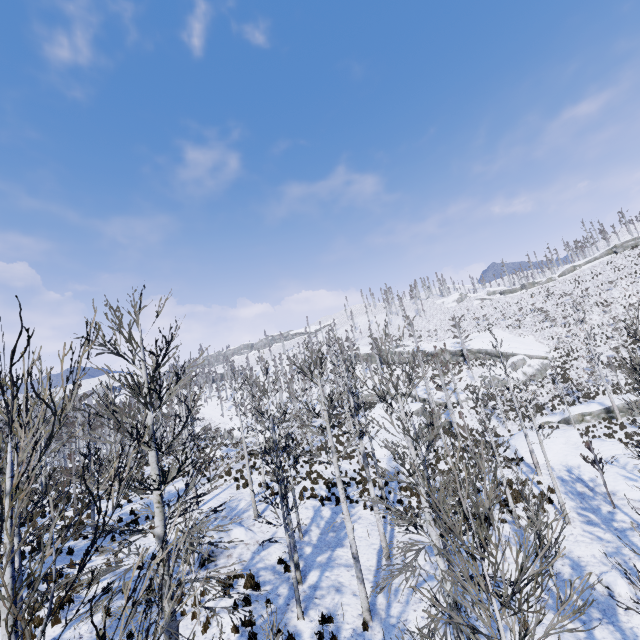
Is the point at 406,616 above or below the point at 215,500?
below

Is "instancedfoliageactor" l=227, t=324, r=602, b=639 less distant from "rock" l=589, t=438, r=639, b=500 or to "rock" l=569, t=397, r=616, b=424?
"rock" l=589, t=438, r=639, b=500

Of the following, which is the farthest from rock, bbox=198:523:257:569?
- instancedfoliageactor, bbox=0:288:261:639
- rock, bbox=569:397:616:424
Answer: rock, bbox=569:397:616:424

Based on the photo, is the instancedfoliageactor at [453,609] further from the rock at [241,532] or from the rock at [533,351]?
the rock at [533,351]

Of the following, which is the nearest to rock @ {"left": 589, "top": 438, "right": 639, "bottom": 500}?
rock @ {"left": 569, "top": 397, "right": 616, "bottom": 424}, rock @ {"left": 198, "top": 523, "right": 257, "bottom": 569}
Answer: rock @ {"left": 569, "top": 397, "right": 616, "bottom": 424}

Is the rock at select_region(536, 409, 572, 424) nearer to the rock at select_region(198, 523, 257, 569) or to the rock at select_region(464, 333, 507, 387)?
the rock at select_region(464, 333, 507, 387)

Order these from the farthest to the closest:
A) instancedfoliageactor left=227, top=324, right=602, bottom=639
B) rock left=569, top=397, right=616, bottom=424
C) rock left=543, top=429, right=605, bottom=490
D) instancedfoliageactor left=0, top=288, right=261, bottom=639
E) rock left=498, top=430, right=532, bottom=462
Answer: rock left=569, top=397, right=616, bottom=424 < rock left=498, top=430, right=532, bottom=462 < rock left=543, top=429, right=605, bottom=490 < instancedfoliageactor left=227, top=324, right=602, bottom=639 < instancedfoliageactor left=0, top=288, right=261, bottom=639

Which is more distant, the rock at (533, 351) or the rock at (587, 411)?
the rock at (533, 351)
